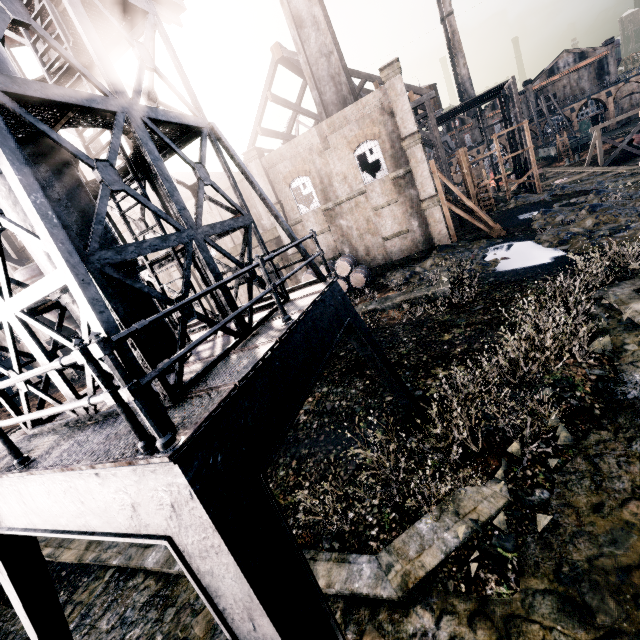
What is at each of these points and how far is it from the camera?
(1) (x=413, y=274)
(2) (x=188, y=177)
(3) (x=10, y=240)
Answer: (1) stone debris, 22.4 meters
(2) building, 52.3 meters
(3) building, 43.2 meters

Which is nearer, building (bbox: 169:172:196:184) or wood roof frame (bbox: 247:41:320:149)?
wood roof frame (bbox: 247:41:320:149)

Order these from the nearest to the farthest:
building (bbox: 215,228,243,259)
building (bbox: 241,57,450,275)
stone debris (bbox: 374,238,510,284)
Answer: stone debris (bbox: 374,238,510,284) < building (bbox: 241,57,450,275) < building (bbox: 215,228,243,259)

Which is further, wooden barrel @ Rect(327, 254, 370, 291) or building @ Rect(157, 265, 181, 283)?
building @ Rect(157, 265, 181, 283)

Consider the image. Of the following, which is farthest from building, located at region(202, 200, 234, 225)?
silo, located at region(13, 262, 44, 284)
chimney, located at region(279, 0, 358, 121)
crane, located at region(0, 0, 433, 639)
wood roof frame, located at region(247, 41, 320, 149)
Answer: crane, located at region(0, 0, 433, 639)

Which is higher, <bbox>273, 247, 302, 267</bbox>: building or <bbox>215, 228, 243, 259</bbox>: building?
<bbox>215, 228, 243, 259</bbox>: building

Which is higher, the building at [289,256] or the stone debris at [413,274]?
the building at [289,256]

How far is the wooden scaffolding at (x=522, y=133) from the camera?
33.19m
